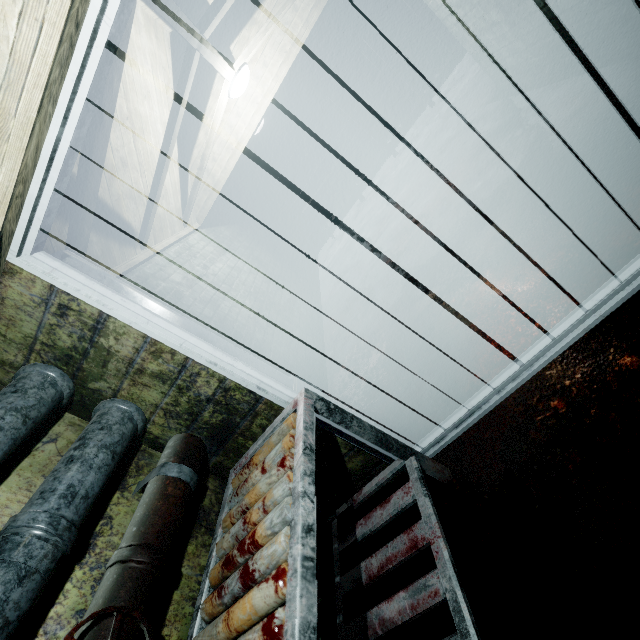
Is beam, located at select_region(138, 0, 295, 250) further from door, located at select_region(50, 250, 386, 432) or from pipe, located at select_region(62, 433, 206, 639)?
pipe, located at select_region(62, 433, 206, 639)

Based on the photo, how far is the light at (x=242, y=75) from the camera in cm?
299

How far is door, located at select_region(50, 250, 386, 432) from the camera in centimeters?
146cm

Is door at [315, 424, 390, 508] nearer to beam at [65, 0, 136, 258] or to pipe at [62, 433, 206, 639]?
pipe at [62, 433, 206, 639]

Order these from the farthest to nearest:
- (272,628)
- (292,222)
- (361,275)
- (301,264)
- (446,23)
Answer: (292,222)
(301,264)
(361,275)
(446,23)
(272,628)

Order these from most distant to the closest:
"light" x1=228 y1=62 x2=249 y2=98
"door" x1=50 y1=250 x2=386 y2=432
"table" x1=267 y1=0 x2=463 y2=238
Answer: "table" x1=267 y1=0 x2=463 y2=238 < "light" x1=228 y1=62 x2=249 y2=98 < "door" x1=50 y1=250 x2=386 y2=432

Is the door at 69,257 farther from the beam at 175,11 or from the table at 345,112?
the table at 345,112

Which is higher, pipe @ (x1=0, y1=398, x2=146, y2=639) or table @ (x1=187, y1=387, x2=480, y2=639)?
pipe @ (x1=0, y1=398, x2=146, y2=639)
